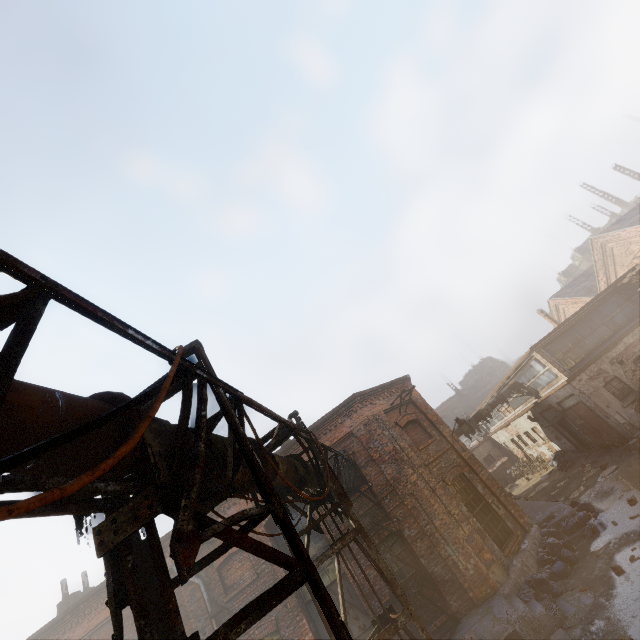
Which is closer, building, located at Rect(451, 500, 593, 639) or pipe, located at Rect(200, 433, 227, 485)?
pipe, located at Rect(200, 433, 227, 485)

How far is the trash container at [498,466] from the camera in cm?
2997

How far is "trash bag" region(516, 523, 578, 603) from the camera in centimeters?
932cm

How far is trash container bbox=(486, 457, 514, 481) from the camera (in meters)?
29.97

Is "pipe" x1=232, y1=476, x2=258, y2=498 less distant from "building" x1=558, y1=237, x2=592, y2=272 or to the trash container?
the trash container

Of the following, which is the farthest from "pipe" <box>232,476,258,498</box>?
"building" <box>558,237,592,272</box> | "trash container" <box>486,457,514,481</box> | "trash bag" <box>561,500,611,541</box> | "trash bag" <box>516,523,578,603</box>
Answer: "building" <box>558,237,592,272</box>

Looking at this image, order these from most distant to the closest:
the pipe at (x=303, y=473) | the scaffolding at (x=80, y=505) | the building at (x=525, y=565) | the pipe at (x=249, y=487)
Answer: the building at (x=525, y=565)
the pipe at (x=303, y=473)
the pipe at (x=249, y=487)
the scaffolding at (x=80, y=505)

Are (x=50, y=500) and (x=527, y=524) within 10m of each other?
no
